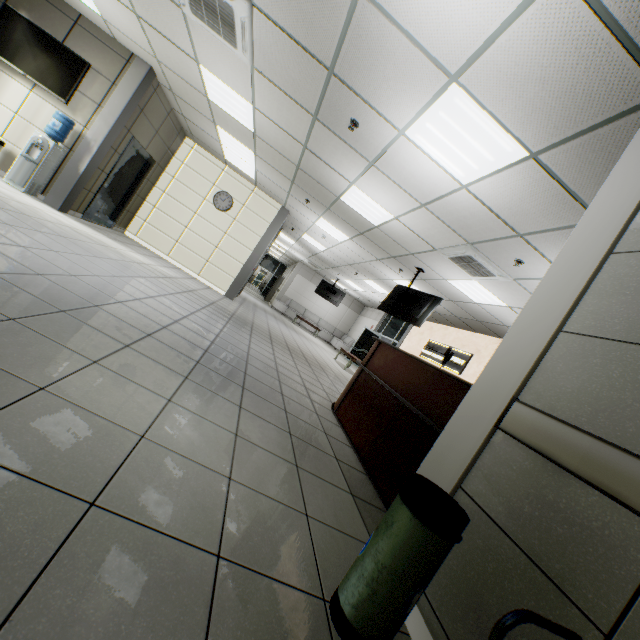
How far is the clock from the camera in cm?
943

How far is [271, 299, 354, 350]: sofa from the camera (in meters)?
18.41

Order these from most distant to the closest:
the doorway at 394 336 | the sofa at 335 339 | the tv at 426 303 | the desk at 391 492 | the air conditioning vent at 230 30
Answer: the sofa at 335 339 < the doorway at 394 336 < the tv at 426 303 < the air conditioning vent at 230 30 < the desk at 391 492

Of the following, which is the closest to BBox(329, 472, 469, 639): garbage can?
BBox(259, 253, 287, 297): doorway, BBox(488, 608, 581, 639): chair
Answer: BBox(488, 608, 581, 639): chair

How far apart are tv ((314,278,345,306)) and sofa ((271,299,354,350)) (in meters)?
2.31

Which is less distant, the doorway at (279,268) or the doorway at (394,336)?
the doorway at (394,336)

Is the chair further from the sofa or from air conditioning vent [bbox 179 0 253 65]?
the sofa

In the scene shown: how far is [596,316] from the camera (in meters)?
1.56
